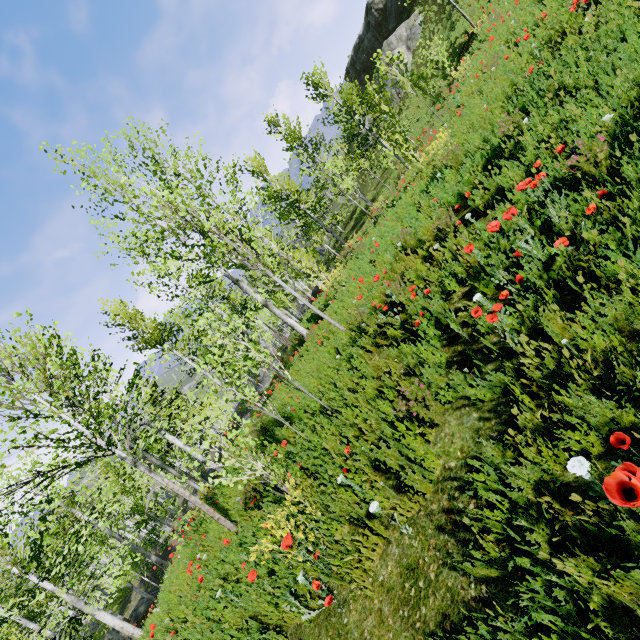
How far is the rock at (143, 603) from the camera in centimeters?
2309cm

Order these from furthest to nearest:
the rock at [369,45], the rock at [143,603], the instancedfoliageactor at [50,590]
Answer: the rock at [369,45], the rock at [143,603], the instancedfoliageactor at [50,590]

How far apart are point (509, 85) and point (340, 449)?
7.4 meters

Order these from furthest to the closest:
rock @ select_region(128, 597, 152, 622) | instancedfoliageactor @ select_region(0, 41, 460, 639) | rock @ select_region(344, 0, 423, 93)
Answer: rock @ select_region(344, 0, 423, 93) < rock @ select_region(128, 597, 152, 622) < instancedfoliageactor @ select_region(0, 41, 460, 639)

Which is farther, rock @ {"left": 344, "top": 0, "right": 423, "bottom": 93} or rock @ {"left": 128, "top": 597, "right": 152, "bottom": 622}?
rock @ {"left": 344, "top": 0, "right": 423, "bottom": 93}

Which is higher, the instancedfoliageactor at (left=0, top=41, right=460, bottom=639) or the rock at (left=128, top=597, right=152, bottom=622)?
the instancedfoliageactor at (left=0, top=41, right=460, bottom=639)

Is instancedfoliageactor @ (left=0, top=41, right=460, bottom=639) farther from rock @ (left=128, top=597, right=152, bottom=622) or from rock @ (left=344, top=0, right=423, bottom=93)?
rock @ (left=344, top=0, right=423, bottom=93)
